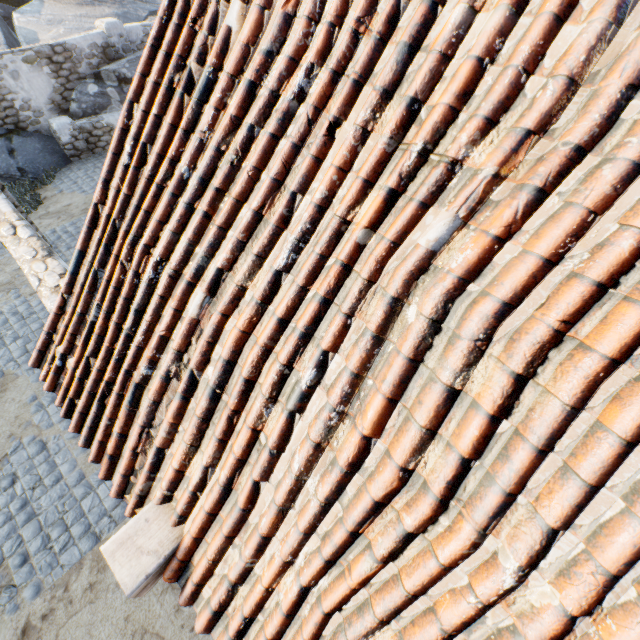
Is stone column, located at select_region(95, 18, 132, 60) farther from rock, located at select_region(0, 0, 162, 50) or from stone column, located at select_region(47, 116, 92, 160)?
stone column, located at select_region(47, 116, 92, 160)

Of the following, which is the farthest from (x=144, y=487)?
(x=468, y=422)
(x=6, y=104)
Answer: (x=6, y=104)

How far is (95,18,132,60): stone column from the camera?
11.02m

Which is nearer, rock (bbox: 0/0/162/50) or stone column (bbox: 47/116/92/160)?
stone column (bbox: 47/116/92/160)

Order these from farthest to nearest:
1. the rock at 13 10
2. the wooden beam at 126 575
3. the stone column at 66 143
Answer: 1. the rock at 13 10
2. the stone column at 66 143
3. the wooden beam at 126 575

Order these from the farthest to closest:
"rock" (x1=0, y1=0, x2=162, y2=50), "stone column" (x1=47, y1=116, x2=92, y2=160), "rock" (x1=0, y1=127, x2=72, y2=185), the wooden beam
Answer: "rock" (x1=0, y1=0, x2=162, y2=50) < "stone column" (x1=47, y1=116, x2=92, y2=160) < "rock" (x1=0, y1=127, x2=72, y2=185) < the wooden beam

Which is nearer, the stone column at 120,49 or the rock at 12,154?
the rock at 12,154

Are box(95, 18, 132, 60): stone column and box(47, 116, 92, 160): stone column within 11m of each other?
yes
